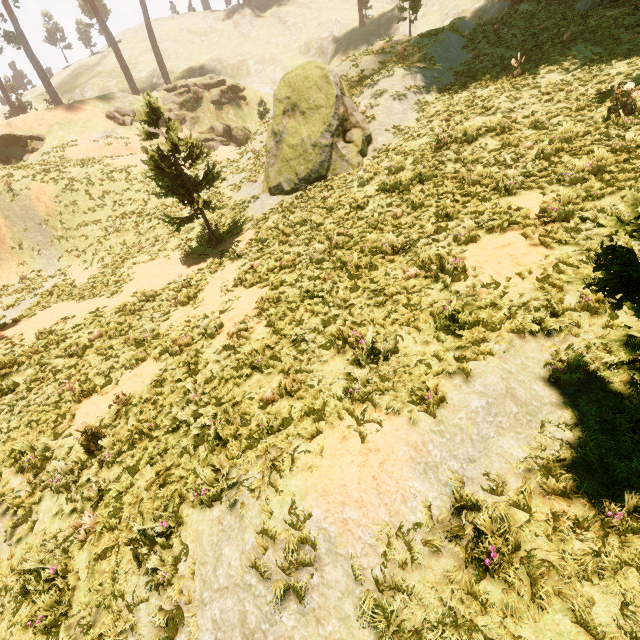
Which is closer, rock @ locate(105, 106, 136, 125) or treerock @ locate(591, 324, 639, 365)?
treerock @ locate(591, 324, 639, 365)

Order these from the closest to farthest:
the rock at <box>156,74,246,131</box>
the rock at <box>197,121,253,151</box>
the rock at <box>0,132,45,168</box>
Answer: the rock at <box>0,132,45,168</box>
the rock at <box>197,121,253,151</box>
the rock at <box>156,74,246,131</box>

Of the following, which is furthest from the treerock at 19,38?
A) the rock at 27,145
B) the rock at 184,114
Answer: the rock at 184,114

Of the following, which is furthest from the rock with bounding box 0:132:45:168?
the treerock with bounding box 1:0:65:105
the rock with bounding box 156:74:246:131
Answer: the rock with bounding box 156:74:246:131

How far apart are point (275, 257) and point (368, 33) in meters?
41.9

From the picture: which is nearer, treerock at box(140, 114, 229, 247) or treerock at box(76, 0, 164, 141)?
treerock at box(76, 0, 164, 141)

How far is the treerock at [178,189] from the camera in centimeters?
1276cm
